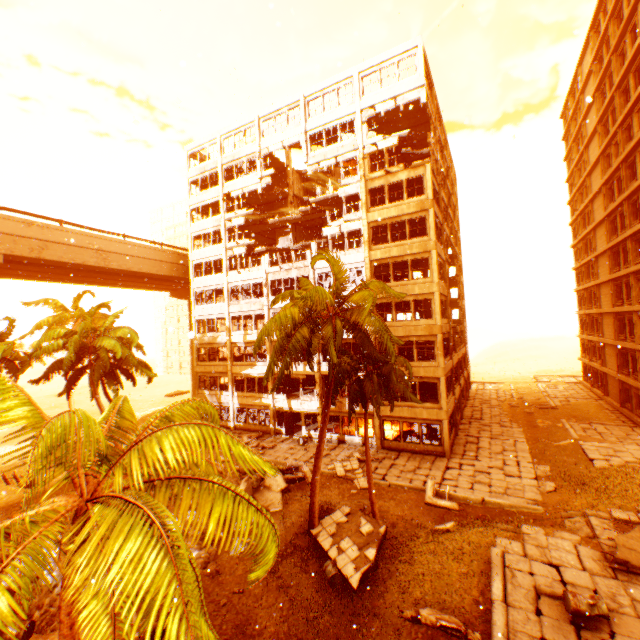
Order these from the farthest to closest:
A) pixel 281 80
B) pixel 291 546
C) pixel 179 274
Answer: pixel 179 274 → pixel 281 80 → pixel 291 546

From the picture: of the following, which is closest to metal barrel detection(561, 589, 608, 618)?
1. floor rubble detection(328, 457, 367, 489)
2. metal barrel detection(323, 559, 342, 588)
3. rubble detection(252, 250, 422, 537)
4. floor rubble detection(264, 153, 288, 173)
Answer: metal barrel detection(323, 559, 342, 588)

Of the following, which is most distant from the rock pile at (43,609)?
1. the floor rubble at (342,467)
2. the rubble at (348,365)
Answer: the floor rubble at (342,467)

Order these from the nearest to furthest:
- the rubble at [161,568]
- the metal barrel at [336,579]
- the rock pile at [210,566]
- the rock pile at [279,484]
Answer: the rubble at [161,568]
the metal barrel at [336,579]
the rock pile at [210,566]
the rock pile at [279,484]

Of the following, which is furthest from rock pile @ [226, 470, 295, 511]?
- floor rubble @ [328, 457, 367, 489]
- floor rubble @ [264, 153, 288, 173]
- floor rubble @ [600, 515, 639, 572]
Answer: floor rubble @ [264, 153, 288, 173]

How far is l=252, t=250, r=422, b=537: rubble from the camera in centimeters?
1219cm

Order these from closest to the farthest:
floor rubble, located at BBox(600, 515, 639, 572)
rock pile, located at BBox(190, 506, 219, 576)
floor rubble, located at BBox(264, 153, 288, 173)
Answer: floor rubble, located at BBox(600, 515, 639, 572)
rock pile, located at BBox(190, 506, 219, 576)
floor rubble, located at BBox(264, 153, 288, 173)

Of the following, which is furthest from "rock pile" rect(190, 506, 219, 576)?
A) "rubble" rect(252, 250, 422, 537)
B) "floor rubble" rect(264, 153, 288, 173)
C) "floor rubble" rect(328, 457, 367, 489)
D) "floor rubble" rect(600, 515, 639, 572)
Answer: "floor rubble" rect(264, 153, 288, 173)
